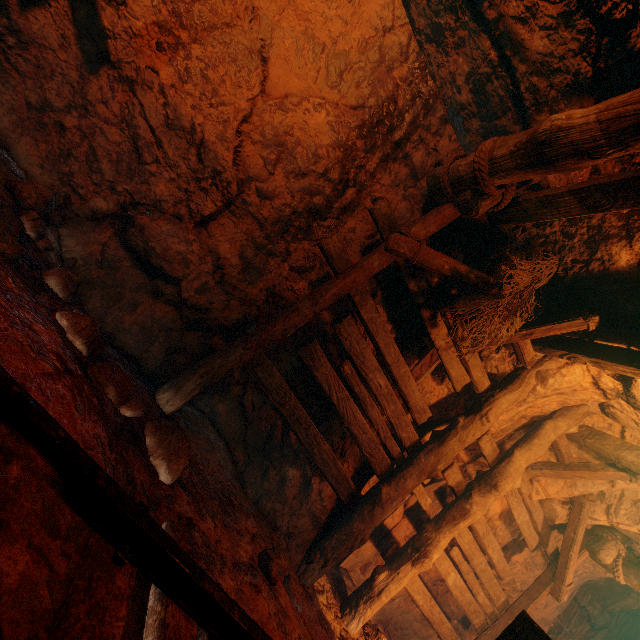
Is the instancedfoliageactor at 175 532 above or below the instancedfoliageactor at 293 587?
above

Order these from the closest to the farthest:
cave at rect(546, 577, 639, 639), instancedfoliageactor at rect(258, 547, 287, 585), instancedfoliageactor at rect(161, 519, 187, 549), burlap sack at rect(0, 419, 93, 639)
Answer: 1. burlap sack at rect(0, 419, 93, 639)
2. instancedfoliageactor at rect(161, 519, 187, 549)
3. instancedfoliageactor at rect(258, 547, 287, 585)
4. cave at rect(546, 577, 639, 639)

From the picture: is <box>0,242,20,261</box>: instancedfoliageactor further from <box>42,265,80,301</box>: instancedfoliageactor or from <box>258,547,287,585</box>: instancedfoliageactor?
<box>258,547,287,585</box>: instancedfoliageactor

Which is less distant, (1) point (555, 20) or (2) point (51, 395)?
(2) point (51, 395)

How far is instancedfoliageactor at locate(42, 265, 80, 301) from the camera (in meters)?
2.46

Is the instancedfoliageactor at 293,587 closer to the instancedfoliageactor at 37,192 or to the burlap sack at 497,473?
the burlap sack at 497,473

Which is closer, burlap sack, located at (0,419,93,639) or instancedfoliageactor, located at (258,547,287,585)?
burlap sack, located at (0,419,93,639)

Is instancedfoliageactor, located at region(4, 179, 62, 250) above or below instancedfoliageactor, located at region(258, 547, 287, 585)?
above
